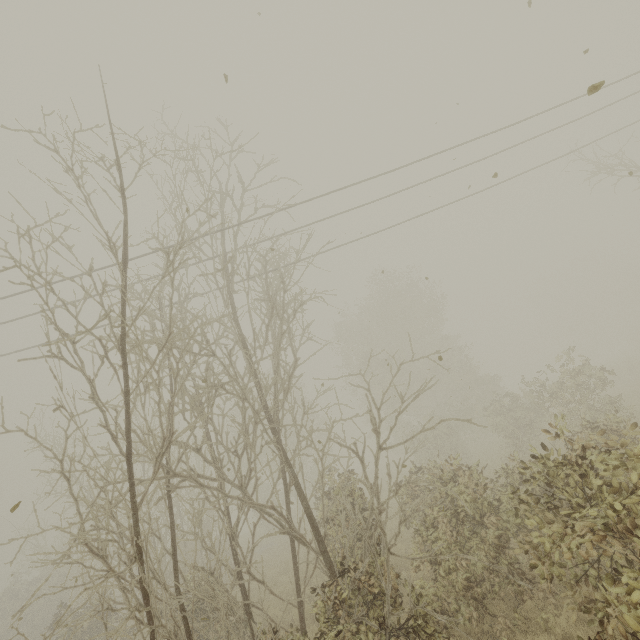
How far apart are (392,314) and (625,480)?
23.47m
